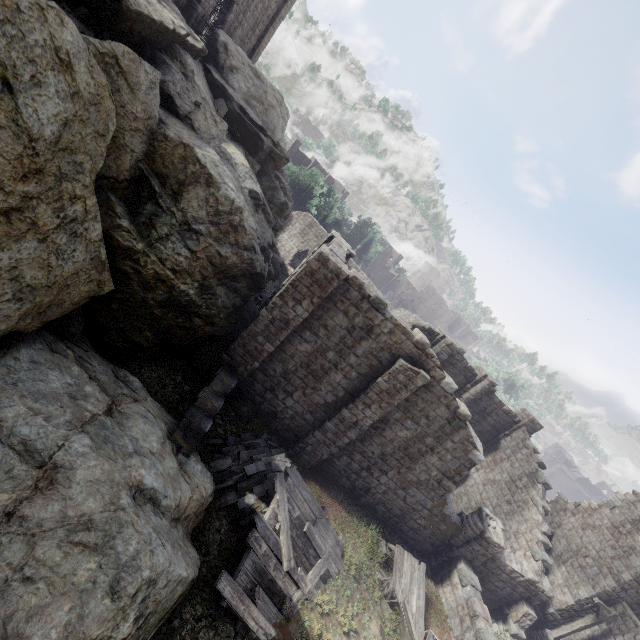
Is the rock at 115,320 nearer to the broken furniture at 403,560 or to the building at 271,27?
the building at 271,27

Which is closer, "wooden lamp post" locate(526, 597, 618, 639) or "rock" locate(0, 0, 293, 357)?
"rock" locate(0, 0, 293, 357)

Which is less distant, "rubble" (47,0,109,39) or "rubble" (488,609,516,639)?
"rubble" (47,0,109,39)

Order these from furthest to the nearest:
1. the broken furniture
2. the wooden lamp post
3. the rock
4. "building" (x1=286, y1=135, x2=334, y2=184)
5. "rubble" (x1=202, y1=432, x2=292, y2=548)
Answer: "building" (x1=286, y1=135, x2=334, y2=184), the wooden lamp post, the broken furniture, "rubble" (x1=202, y1=432, x2=292, y2=548), the rock

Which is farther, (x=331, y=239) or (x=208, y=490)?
(x=331, y=239)

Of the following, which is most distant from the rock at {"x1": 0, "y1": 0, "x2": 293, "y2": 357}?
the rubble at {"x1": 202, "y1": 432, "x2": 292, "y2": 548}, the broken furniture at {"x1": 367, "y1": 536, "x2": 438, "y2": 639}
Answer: the broken furniture at {"x1": 367, "y1": 536, "x2": 438, "y2": 639}

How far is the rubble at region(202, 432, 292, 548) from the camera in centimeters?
998cm

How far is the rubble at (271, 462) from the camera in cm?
998
